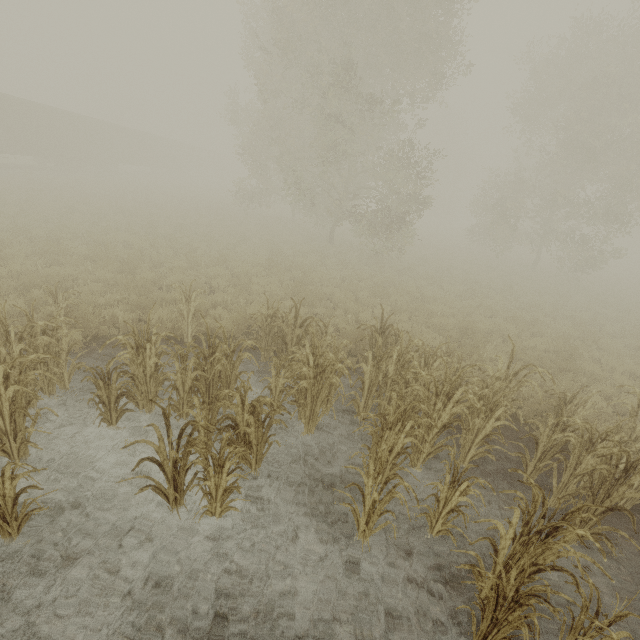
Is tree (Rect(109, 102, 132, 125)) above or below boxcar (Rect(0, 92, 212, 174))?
above

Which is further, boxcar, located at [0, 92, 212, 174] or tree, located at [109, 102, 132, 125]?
tree, located at [109, 102, 132, 125]

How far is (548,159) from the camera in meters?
24.9

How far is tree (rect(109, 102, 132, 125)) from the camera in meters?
47.4 m

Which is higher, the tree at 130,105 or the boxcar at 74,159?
the tree at 130,105

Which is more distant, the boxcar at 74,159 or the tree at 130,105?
the tree at 130,105
